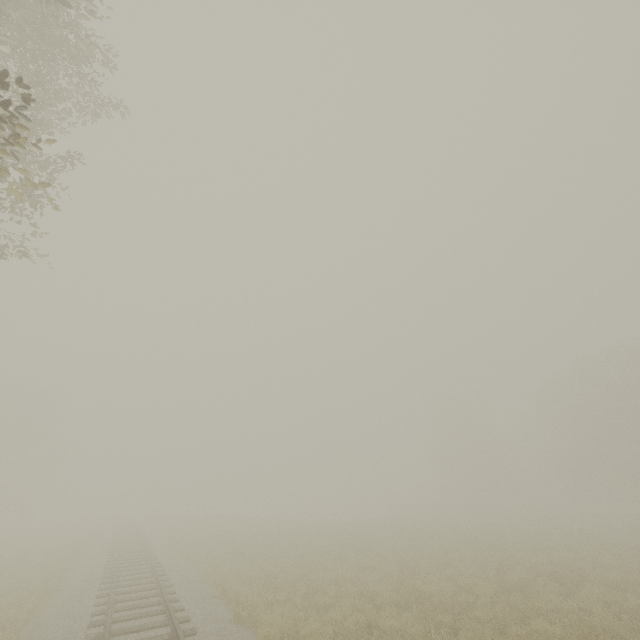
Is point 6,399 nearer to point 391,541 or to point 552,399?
point 391,541
